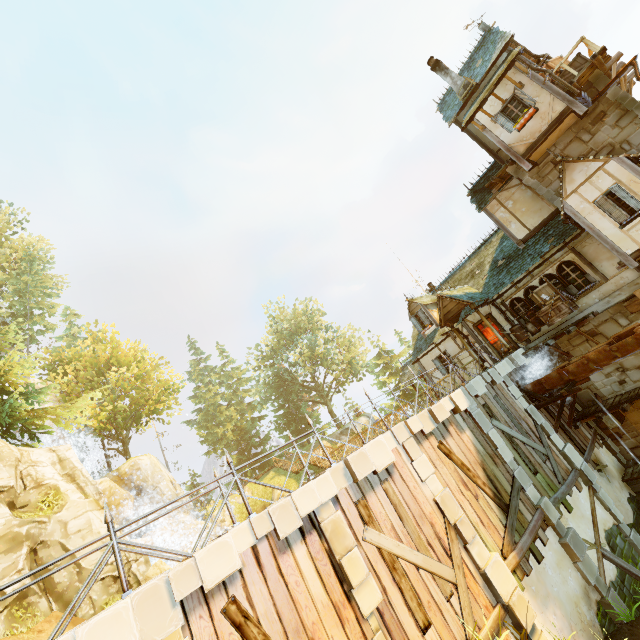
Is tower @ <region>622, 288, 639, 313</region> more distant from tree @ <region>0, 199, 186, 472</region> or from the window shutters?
tree @ <region>0, 199, 186, 472</region>

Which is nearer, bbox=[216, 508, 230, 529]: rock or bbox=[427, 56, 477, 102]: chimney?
bbox=[427, 56, 477, 102]: chimney

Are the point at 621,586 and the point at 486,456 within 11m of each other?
yes

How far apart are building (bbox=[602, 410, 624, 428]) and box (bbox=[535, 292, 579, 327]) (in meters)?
4.11

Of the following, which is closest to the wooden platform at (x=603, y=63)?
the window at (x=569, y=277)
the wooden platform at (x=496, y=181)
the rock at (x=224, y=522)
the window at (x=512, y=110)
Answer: the window at (x=512, y=110)

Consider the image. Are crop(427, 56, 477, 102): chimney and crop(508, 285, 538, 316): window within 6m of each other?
no

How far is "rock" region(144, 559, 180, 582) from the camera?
12.3 meters

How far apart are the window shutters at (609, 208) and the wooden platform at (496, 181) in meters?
4.2
